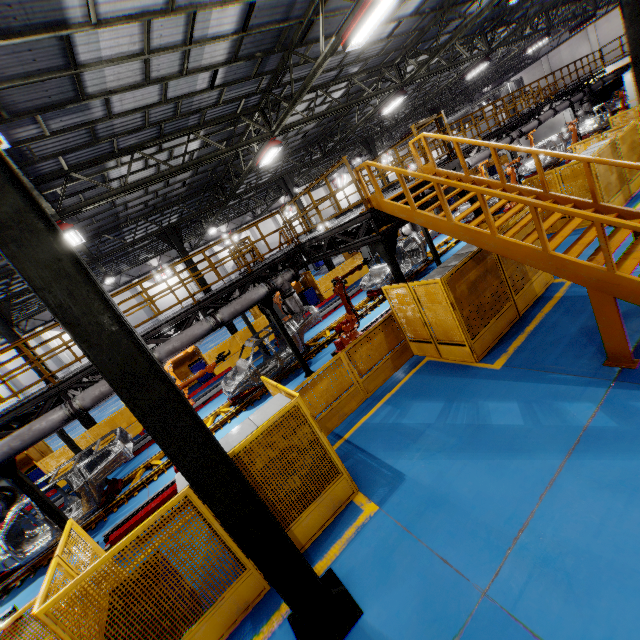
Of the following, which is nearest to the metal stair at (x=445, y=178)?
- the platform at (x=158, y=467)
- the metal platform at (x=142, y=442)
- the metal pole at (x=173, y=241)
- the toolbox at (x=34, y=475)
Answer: the platform at (x=158, y=467)

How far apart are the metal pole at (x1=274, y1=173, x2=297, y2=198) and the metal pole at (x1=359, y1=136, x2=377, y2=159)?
6.2m

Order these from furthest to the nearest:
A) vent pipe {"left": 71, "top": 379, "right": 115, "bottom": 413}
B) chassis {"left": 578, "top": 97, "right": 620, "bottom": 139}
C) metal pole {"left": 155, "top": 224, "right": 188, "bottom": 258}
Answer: chassis {"left": 578, "top": 97, "right": 620, "bottom": 139} → metal pole {"left": 155, "top": 224, "right": 188, "bottom": 258} → vent pipe {"left": 71, "top": 379, "right": 115, "bottom": 413}

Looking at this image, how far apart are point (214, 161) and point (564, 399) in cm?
1547

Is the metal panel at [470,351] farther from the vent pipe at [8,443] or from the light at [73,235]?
the light at [73,235]

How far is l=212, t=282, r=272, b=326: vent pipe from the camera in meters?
9.6 m

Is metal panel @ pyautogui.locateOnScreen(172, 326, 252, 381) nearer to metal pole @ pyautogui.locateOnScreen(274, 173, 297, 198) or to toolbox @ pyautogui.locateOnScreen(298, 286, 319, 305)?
toolbox @ pyautogui.locateOnScreen(298, 286, 319, 305)

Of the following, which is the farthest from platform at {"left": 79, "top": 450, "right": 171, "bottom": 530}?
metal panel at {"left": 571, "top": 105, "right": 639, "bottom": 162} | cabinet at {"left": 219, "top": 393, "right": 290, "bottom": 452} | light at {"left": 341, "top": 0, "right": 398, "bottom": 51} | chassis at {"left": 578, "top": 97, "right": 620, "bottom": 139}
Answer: light at {"left": 341, "top": 0, "right": 398, "bottom": 51}
